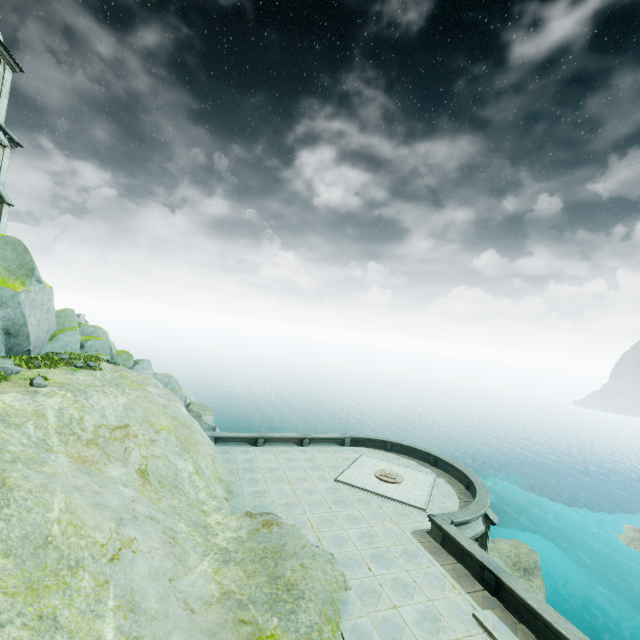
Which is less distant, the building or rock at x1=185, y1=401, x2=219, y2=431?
the building

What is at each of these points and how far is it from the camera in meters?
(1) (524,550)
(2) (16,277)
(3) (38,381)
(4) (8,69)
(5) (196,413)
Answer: (1) rock, 26.9
(2) rock, 17.7
(3) plant, 14.2
(4) building, 24.8
(5) rock, 26.8

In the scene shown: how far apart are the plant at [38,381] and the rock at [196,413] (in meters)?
12.59

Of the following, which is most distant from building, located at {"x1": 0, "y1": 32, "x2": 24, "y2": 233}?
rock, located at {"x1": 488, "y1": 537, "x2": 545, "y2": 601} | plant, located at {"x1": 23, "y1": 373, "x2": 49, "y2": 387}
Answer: rock, located at {"x1": 488, "y1": 537, "x2": 545, "y2": 601}

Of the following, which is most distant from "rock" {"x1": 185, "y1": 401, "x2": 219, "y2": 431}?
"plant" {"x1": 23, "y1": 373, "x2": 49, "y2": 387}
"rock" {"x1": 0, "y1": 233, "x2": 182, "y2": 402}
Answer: "plant" {"x1": 23, "y1": 373, "x2": 49, "y2": 387}

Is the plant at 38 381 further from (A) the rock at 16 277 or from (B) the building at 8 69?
(B) the building at 8 69

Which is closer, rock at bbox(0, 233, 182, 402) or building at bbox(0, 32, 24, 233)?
rock at bbox(0, 233, 182, 402)

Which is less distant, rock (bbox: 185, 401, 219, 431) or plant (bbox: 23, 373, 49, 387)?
plant (bbox: 23, 373, 49, 387)
